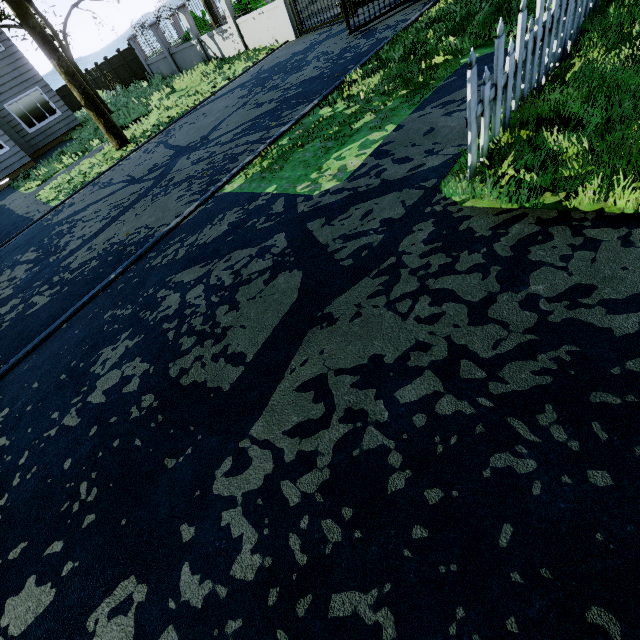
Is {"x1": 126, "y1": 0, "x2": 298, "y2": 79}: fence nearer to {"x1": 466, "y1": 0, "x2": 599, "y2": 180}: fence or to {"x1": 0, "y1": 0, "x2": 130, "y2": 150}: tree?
{"x1": 0, "y1": 0, "x2": 130, "y2": 150}: tree

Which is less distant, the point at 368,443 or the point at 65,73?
the point at 368,443

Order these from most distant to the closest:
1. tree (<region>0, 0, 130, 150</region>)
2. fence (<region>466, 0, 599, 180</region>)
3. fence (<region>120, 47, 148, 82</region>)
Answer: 1. fence (<region>120, 47, 148, 82</region>)
2. tree (<region>0, 0, 130, 150</region>)
3. fence (<region>466, 0, 599, 180</region>)

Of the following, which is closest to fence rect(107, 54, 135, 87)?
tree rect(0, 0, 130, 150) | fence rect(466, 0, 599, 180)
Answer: tree rect(0, 0, 130, 150)

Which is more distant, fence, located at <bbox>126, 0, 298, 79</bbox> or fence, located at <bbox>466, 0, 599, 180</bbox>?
fence, located at <bbox>126, 0, 298, 79</bbox>

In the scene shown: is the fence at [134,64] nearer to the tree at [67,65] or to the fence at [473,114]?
the tree at [67,65]
